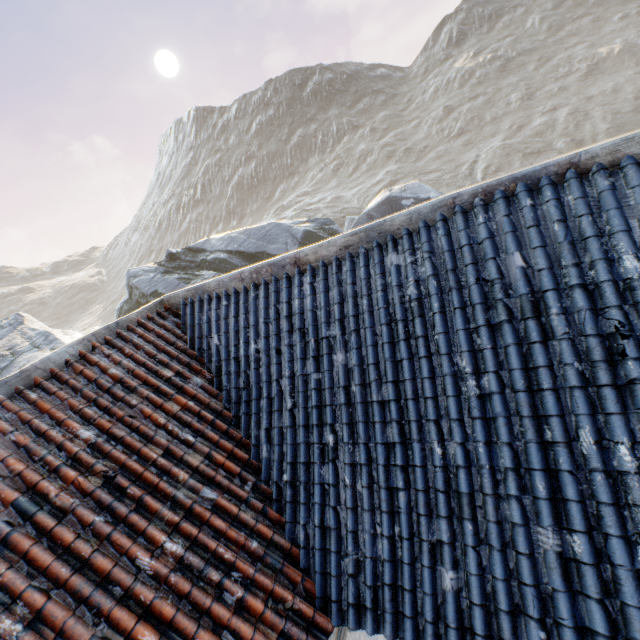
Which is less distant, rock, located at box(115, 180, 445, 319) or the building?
the building

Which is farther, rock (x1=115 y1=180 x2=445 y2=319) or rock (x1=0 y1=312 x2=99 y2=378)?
rock (x1=115 y1=180 x2=445 y2=319)

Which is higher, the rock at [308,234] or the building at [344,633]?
the rock at [308,234]

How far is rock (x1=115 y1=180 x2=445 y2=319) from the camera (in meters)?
19.31

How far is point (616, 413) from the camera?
2.36m

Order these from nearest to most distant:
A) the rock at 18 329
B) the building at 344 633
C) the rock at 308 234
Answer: the building at 344 633
the rock at 18 329
the rock at 308 234

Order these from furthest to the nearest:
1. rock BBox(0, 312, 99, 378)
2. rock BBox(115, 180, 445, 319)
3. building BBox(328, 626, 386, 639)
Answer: rock BBox(115, 180, 445, 319) → rock BBox(0, 312, 99, 378) → building BBox(328, 626, 386, 639)
